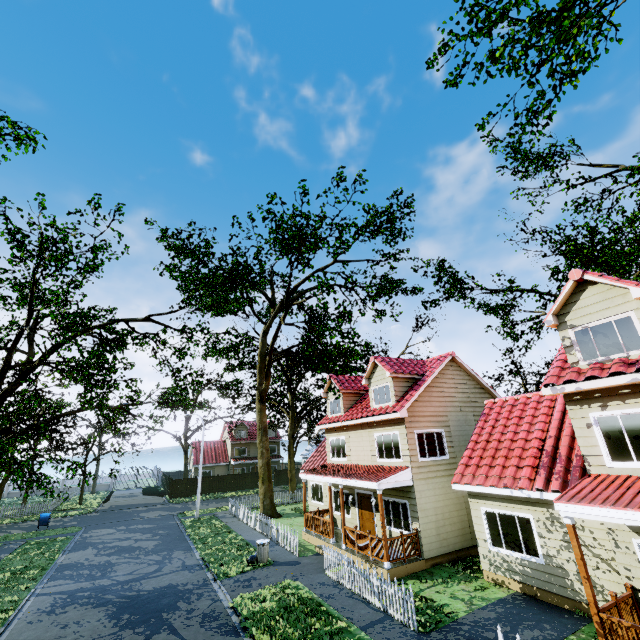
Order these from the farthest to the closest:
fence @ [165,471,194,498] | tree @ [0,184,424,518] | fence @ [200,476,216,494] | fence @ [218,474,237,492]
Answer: fence @ [218,474,237,492]
fence @ [200,476,216,494]
fence @ [165,471,194,498]
tree @ [0,184,424,518]

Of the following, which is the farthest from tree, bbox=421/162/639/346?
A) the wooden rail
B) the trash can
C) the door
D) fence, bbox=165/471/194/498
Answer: Answer: the wooden rail

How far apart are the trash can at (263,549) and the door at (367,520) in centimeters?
493cm

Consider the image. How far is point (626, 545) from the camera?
8.0 meters

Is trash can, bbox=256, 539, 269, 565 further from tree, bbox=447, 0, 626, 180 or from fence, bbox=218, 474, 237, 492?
tree, bbox=447, 0, 626, 180

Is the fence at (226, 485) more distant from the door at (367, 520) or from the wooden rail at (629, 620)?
the door at (367, 520)

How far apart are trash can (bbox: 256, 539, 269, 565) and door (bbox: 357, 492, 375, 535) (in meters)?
4.93

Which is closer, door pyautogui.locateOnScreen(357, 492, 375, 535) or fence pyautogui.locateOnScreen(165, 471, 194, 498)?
door pyautogui.locateOnScreen(357, 492, 375, 535)
